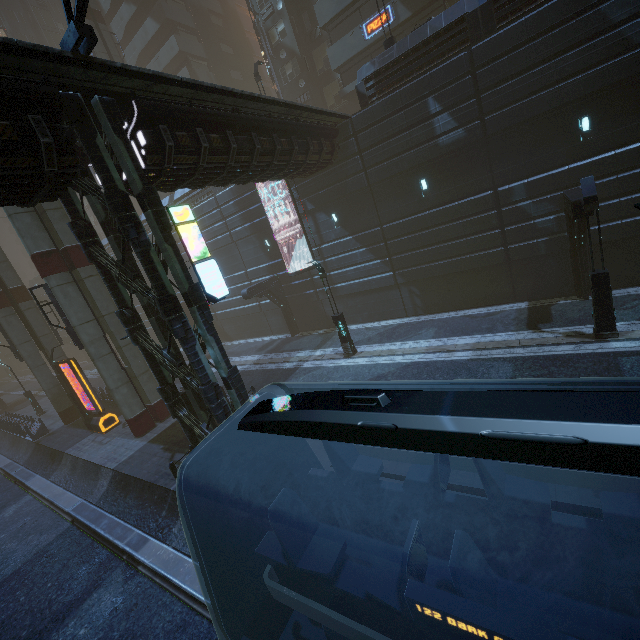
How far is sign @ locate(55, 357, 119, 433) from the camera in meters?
18.7 m

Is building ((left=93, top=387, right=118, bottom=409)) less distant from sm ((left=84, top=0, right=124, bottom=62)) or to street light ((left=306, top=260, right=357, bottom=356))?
sm ((left=84, top=0, right=124, bottom=62))

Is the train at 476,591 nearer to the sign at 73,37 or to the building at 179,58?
the building at 179,58

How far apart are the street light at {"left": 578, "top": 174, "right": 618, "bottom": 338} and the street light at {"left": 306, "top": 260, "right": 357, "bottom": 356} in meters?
10.1

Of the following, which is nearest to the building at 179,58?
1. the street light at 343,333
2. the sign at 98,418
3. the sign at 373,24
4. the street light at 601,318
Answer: the sign at 373,24

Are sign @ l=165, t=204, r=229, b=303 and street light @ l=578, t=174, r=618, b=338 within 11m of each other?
no

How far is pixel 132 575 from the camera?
10.2m

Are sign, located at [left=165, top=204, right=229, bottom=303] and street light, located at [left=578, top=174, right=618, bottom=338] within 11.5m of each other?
no
